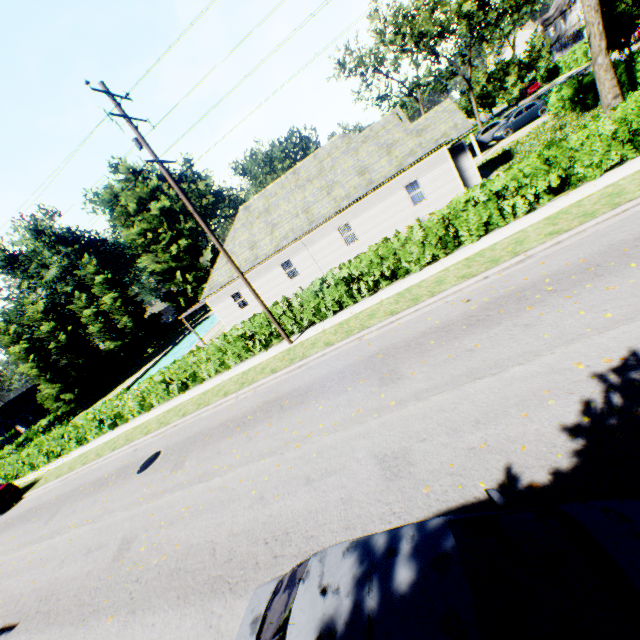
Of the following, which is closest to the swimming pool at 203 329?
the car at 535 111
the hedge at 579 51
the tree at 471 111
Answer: the tree at 471 111

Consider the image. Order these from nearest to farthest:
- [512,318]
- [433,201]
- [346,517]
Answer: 1. [346,517]
2. [512,318]
3. [433,201]

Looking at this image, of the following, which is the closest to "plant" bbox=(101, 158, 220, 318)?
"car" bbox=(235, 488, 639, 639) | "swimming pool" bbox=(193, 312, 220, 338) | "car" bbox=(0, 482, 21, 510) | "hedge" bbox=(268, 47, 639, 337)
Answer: "swimming pool" bbox=(193, 312, 220, 338)

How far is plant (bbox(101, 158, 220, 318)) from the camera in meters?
47.5

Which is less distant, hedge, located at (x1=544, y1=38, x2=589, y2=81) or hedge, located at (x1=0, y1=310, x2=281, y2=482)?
hedge, located at (x1=0, y1=310, x2=281, y2=482)

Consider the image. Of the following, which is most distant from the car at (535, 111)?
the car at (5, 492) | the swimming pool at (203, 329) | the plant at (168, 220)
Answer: the car at (5, 492)

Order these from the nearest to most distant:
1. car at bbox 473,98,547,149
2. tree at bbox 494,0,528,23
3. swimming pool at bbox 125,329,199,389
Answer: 1. car at bbox 473,98,547,149
2. tree at bbox 494,0,528,23
3. swimming pool at bbox 125,329,199,389

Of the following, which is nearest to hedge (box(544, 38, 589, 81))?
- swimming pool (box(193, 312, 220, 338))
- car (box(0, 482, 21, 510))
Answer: swimming pool (box(193, 312, 220, 338))
